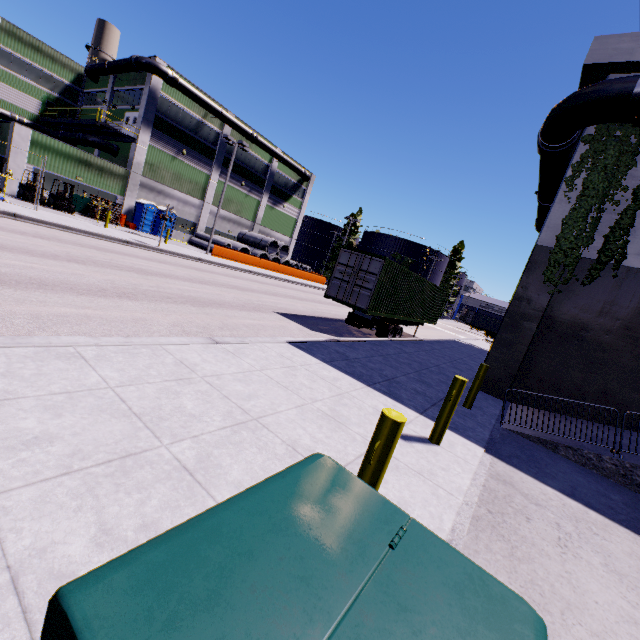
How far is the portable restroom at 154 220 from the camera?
30.2m

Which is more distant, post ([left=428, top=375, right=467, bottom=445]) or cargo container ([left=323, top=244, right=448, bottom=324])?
cargo container ([left=323, top=244, right=448, bottom=324])

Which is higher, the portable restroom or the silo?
the silo

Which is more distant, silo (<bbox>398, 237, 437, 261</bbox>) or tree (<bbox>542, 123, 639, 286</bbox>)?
Result: silo (<bbox>398, 237, 437, 261</bbox>)

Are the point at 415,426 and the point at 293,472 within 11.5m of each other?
yes

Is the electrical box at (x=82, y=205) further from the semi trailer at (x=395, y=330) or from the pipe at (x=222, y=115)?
the semi trailer at (x=395, y=330)

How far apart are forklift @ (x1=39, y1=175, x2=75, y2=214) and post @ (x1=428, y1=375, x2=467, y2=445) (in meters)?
27.17

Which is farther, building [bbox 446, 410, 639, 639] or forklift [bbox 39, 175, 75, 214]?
forklift [bbox 39, 175, 75, 214]
